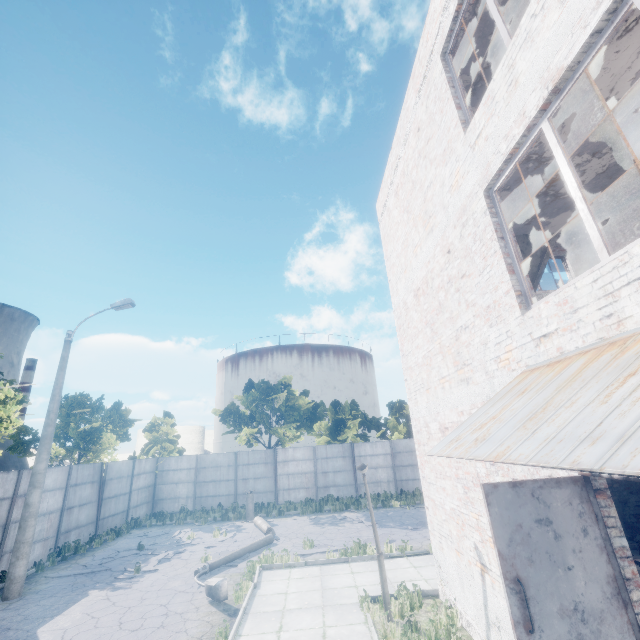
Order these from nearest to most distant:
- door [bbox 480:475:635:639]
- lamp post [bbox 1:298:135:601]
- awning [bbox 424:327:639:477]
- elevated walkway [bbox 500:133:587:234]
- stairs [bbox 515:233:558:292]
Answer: awning [bbox 424:327:639:477]
door [bbox 480:475:635:639]
elevated walkway [bbox 500:133:587:234]
stairs [bbox 515:233:558:292]
lamp post [bbox 1:298:135:601]

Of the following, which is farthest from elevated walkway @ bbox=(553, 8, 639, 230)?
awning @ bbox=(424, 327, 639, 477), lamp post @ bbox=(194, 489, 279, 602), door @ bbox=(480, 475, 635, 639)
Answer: lamp post @ bbox=(194, 489, 279, 602)

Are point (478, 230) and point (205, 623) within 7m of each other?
no

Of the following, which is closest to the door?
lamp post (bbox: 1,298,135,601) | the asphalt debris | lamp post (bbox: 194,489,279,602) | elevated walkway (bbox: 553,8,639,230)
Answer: elevated walkway (bbox: 553,8,639,230)

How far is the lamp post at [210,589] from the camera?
8.70m

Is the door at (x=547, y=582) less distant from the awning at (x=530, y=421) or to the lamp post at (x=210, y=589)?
the awning at (x=530, y=421)

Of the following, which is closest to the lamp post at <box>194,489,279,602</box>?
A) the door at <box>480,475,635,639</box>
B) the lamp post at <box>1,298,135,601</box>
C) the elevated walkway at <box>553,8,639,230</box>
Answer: the lamp post at <box>1,298,135,601</box>

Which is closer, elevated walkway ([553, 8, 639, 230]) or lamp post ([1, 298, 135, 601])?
elevated walkway ([553, 8, 639, 230])
